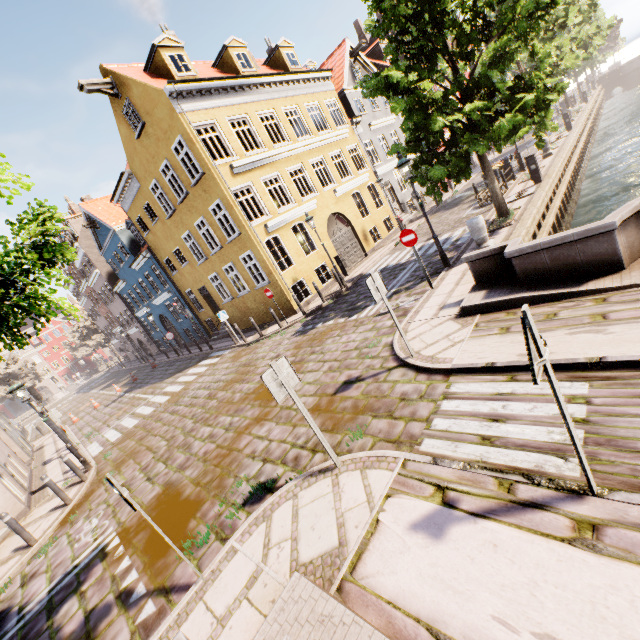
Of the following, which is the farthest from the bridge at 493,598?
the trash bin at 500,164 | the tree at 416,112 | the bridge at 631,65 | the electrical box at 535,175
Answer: the bridge at 631,65

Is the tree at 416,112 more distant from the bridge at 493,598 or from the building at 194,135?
the building at 194,135

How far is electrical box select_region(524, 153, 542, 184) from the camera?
13.95m

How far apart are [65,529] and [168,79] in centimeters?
1748cm

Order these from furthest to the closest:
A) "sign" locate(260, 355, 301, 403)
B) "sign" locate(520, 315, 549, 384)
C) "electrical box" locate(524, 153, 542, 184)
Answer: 1. "electrical box" locate(524, 153, 542, 184)
2. "sign" locate(260, 355, 301, 403)
3. "sign" locate(520, 315, 549, 384)

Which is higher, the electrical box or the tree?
the tree

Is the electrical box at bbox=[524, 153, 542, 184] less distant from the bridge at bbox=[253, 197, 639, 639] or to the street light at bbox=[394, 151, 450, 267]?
the street light at bbox=[394, 151, 450, 267]

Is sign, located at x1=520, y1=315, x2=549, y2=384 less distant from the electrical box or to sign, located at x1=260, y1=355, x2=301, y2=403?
sign, located at x1=260, y1=355, x2=301, y2=403
